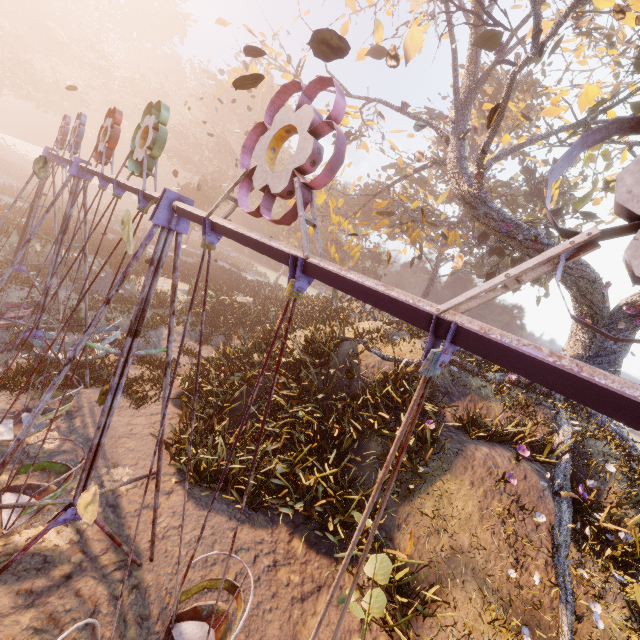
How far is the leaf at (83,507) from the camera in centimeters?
166cm

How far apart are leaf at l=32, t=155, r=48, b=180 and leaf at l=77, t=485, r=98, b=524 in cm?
305

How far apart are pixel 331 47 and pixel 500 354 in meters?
3.4

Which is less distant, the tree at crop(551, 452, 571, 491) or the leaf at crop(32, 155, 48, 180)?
the leaf at crop(32, 155, 48, 180)

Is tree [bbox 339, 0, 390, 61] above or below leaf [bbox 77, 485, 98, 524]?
above

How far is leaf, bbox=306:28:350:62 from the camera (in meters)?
3.07

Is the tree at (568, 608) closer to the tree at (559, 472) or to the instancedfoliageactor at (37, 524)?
the tree at (559, 472)

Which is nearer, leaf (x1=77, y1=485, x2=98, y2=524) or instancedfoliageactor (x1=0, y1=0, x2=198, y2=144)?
leaf (x1=77, y1=485, x2=98, y2=524)
